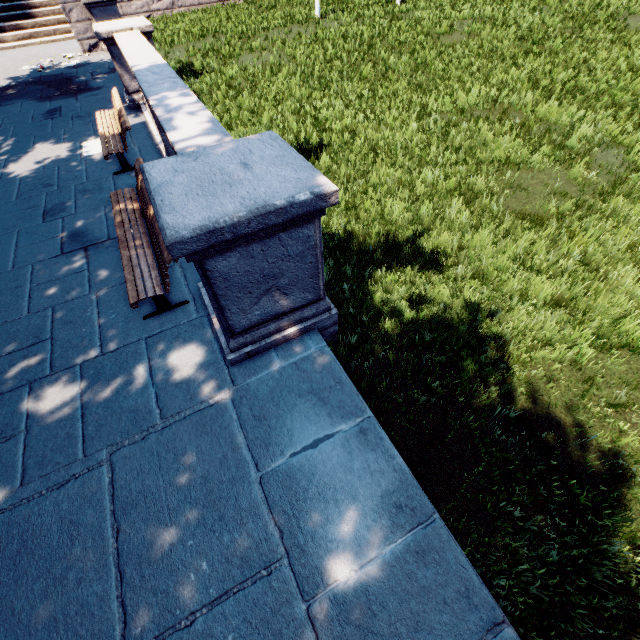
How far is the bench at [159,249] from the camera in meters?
3.9

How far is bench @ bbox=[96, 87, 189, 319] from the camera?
3.9 meters

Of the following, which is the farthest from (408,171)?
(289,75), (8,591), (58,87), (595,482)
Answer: (58,87)
